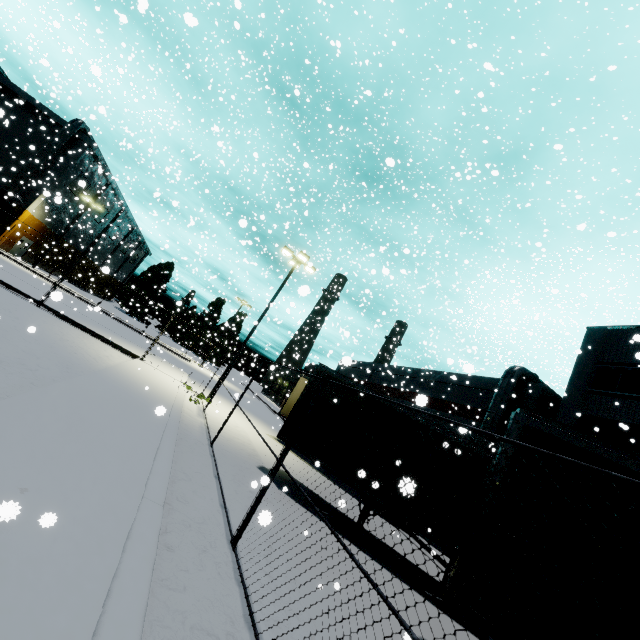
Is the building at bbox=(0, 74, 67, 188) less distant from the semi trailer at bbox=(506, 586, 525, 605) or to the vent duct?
the vent duct

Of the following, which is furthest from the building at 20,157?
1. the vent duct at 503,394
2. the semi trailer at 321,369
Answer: the semi trailer at 321,369

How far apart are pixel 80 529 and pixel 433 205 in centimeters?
1379cm

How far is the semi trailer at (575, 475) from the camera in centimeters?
427cm

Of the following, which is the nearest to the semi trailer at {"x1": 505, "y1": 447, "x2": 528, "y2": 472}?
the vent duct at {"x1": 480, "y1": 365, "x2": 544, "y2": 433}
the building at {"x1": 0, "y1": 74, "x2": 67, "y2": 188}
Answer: the vent duct at {"x1": 480, "y1": 365, "x2": 544, "y2": 433}

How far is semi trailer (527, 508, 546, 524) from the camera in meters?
4.2

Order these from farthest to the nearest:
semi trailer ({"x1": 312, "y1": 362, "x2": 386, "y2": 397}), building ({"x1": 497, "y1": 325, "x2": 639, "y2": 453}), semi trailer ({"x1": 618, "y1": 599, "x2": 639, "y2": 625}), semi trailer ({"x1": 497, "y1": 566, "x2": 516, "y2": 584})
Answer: building ({"x1": 497, "y1": 325, "x2": 639, "y2": 453}), semi trailer ({"x1": 312, "y1": 362, "x2": 386, "y2": 397}), semi trailer ({"x1": 497, "y1": 566, "x2": 516, "y2": 584}), semi trailer ({"x1": 618, "y1": 599, "x2": 639, "y2": 625})

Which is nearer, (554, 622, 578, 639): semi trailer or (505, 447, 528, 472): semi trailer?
(554, 622, 578, 639): semi trailer
